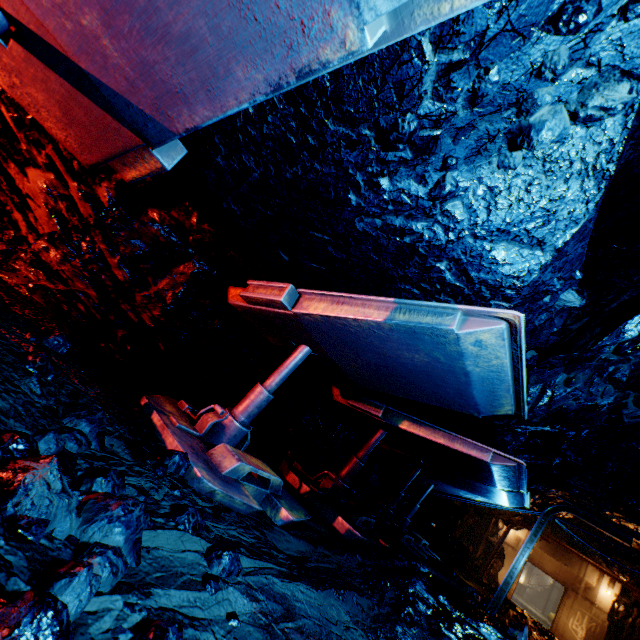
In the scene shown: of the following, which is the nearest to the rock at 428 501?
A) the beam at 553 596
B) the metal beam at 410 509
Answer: the metal beam at 410 509

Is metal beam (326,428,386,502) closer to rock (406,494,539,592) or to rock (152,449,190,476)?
rock (406,494,539,592)

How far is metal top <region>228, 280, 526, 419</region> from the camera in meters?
2.3 m

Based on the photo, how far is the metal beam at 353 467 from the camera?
5.55m

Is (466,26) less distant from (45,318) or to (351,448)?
(45,318)

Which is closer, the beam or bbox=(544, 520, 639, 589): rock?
bbox=(544, 520, 639, 589): rock

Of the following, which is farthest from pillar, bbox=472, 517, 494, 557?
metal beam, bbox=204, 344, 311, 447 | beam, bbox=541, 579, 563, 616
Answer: beam, bbox=541, 579, 563, 616

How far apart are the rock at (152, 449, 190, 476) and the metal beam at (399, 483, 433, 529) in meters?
8.5 m
